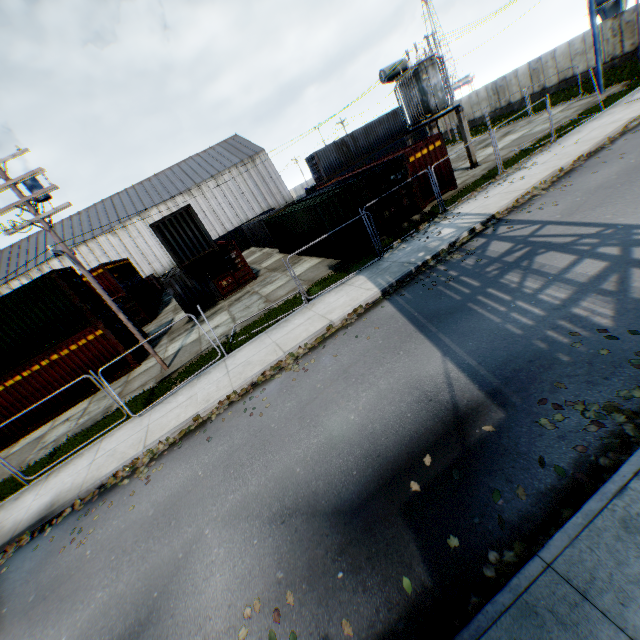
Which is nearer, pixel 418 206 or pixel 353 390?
pixel 353 390

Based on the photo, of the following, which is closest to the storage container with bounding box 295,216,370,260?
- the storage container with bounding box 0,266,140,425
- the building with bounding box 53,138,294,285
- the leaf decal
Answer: the storage container with bounding box 0,266,140,425

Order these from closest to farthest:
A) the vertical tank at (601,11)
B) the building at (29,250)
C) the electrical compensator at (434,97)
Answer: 1. the electrical compensator at (434,97)
2. the vertical tank at (601,11)
3. the building at (29,250)

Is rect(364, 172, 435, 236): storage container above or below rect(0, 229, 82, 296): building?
below

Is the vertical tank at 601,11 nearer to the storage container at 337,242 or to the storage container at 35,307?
the storage container at 337,242

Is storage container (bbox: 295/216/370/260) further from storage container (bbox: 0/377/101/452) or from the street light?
storage container (bbox: 0/377/101/452)

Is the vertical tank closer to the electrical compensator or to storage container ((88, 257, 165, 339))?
the electrical compensator

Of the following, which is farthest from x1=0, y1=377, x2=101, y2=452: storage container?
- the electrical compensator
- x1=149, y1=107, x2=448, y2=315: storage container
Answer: the electrical compensator
